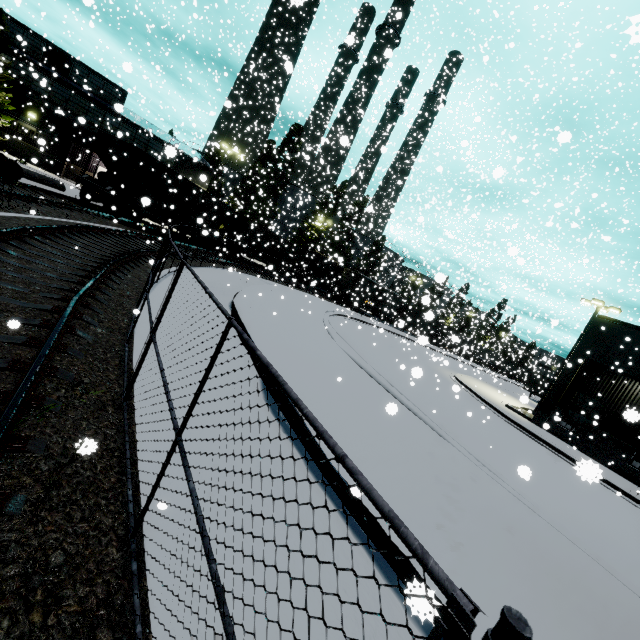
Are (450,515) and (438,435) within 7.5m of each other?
yes

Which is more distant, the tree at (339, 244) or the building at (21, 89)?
the tree at (339, 244)

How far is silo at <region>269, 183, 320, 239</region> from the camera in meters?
40.5

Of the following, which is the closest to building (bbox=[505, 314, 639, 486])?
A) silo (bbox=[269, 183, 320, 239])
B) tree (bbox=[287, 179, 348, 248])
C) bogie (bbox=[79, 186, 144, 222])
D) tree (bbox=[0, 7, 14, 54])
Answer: silo (bbox=[269, 183, 320, 239])

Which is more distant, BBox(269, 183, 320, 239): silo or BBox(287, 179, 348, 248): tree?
BBox(287, 179, 348, 248): tree

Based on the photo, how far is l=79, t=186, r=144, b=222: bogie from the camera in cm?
1845

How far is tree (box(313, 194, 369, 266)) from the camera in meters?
40.6 m

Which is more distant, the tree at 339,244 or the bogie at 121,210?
the tree at 339,244
